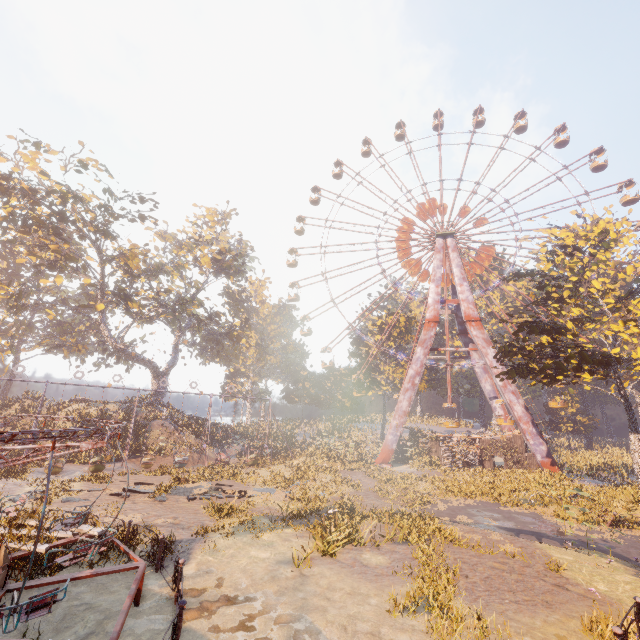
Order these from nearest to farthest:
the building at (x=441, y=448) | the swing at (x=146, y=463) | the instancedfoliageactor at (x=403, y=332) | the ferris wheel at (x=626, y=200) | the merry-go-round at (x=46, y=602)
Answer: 1. the merry-go-round at (x=46, y=602)
2. the swing at (x=146, y=463)
3. the building at (x=441, y=448)
4. the ferris wheel at (x=626, y=200)
5. the instancedfoliageactor at (x=403, y=332)

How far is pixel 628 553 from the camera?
13.88m

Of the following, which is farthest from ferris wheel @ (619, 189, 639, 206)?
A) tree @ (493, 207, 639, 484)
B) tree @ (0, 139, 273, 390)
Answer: tree @ (0, 139, 273, 390)

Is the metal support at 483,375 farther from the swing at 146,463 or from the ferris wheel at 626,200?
the ferris wheel at 626,200

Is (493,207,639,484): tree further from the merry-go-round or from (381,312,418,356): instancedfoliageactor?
the merry-go-round

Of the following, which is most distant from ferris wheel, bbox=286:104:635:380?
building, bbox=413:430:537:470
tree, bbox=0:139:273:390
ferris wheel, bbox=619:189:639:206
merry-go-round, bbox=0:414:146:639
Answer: merry-go-round, bbox=0:414:146:639

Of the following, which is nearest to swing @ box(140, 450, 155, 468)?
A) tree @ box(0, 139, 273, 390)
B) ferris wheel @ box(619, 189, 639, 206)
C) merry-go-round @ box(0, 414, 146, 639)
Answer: tree @ box(0, 139, 273, 390)

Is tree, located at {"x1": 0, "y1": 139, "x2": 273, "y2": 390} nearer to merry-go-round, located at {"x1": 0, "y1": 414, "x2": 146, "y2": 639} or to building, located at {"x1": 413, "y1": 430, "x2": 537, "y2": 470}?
merry-go-round, located at {"x1": 0, "y1": 414, "x2": 146, "y2": 639}
